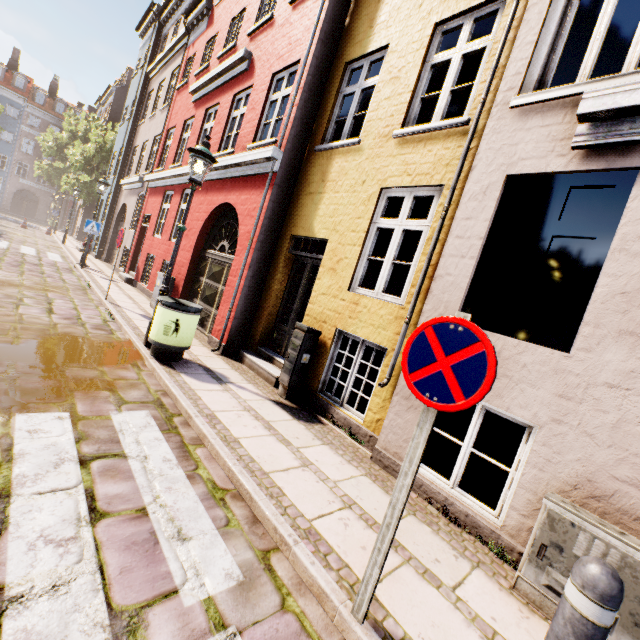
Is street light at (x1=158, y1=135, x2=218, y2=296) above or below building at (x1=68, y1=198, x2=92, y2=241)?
above

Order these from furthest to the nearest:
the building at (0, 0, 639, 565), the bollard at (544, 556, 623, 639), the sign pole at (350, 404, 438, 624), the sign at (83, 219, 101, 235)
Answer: the sign at (83, 219, 101, 235)
the building at (0, 0, 639, 565)
the sign pole at (350, 404, 438, 624)
the bollard at (544, 556, 623, 639)

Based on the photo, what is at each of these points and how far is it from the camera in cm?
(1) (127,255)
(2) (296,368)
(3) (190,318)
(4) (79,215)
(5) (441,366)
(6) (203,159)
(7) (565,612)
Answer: (1) building, 1475
(2) electrical box, 537
(3) trash bin, 539
(4) building, 2988
(5) sign, 184
(6) street light, 548
(7) bollard, 134

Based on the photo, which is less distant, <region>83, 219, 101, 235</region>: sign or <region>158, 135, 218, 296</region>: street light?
<region>158, 135, 218, 296</region>: street light

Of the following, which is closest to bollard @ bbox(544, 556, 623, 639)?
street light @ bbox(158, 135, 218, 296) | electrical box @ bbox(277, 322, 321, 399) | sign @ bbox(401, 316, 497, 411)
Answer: sign @ bbox(401, 316, 497, 411)

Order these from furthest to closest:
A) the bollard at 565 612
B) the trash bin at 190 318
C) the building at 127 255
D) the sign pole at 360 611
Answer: the trash bin at 190 318
the building at 127 255
the sign pole at 360 611
the bollard at 565 612

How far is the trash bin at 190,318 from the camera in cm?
523

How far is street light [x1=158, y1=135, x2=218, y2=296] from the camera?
5.47m
